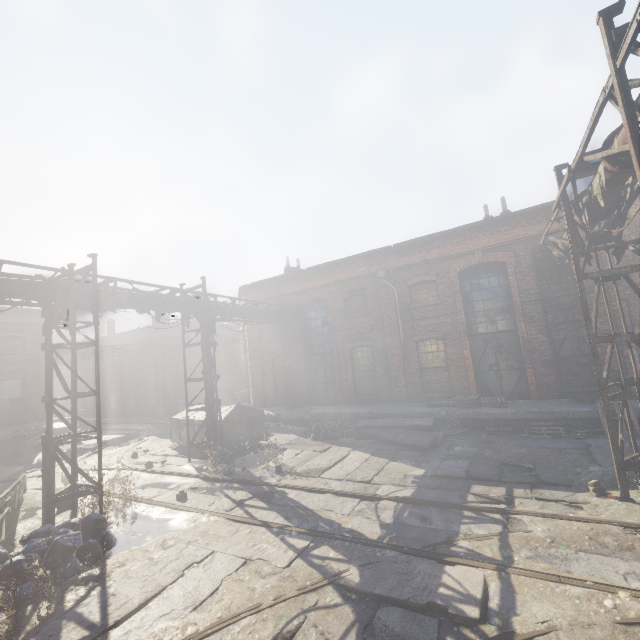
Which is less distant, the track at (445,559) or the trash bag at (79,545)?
the track at (445,559)

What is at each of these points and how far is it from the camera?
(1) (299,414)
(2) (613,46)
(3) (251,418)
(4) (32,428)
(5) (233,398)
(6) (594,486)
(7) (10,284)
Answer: (1) building, 16.03m
(2) scaffolding, 3.72m
(3) trash container, 14.07m
(4) building, 19.88m
(5) spool, 20.80m
(6) instancedfoliageactor, 6.62m
(7) pipe, 7.67m

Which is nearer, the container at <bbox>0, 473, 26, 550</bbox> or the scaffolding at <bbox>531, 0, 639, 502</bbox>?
the scaffolding at <bbox>531, 0, 639, 502</bbox>

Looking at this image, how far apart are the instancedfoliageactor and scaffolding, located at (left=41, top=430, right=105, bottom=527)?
11.38m

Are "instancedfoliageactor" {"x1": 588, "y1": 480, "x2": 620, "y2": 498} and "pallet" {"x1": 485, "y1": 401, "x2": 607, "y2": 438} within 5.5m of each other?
yes

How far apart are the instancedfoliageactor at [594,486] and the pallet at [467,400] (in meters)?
5.36

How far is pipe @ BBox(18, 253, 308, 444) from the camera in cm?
831

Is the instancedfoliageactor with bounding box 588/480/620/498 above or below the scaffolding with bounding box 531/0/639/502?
below
